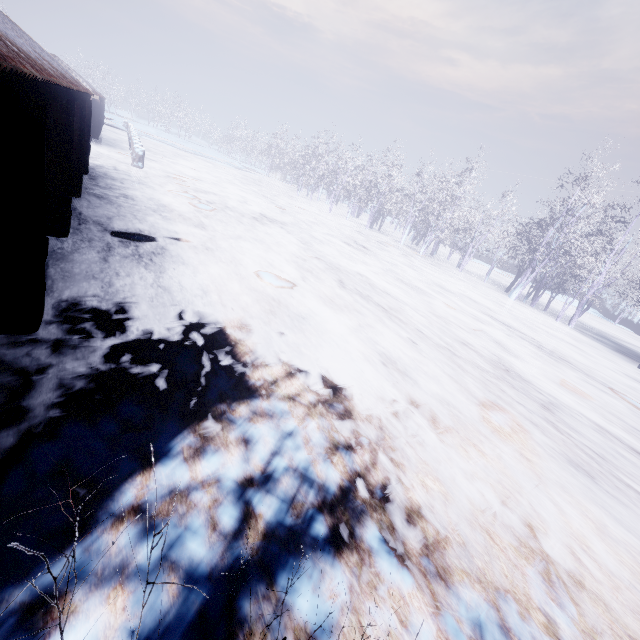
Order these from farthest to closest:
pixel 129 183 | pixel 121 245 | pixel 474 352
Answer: pixel 129 183, pixel 474 352, pixel 121 245

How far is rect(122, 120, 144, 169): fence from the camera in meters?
14.9 m

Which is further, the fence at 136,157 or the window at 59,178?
the fence at 136,157

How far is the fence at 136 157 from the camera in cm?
1489

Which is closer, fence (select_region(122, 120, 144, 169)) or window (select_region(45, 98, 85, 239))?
window (select_region(45, 98, 85, 239))

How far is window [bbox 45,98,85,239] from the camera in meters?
4.9
